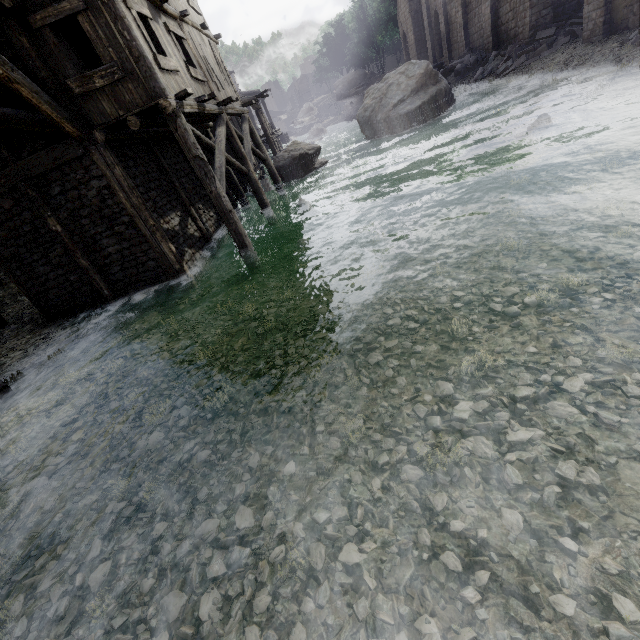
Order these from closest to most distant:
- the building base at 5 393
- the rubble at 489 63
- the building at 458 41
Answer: the building base at 5 393, the building at 458 41, the rubble at 489 63

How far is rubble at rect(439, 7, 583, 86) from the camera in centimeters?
1759cm

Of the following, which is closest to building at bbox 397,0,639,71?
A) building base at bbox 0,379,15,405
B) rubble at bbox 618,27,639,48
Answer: rubble at bbox 618,27,639,48

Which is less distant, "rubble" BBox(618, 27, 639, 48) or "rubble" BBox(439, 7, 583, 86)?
"rubble" BBox(618, 27, 639, 48)

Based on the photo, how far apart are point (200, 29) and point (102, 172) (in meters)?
8.62

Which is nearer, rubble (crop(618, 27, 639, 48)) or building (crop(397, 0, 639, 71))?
rubble (crop(618, 27, 639, 48))

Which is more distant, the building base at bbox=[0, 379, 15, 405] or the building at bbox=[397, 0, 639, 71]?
the building at bbox=[397, 0, 639, 71]

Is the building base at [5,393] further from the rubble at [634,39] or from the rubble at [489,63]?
the rubble at [489,63]
